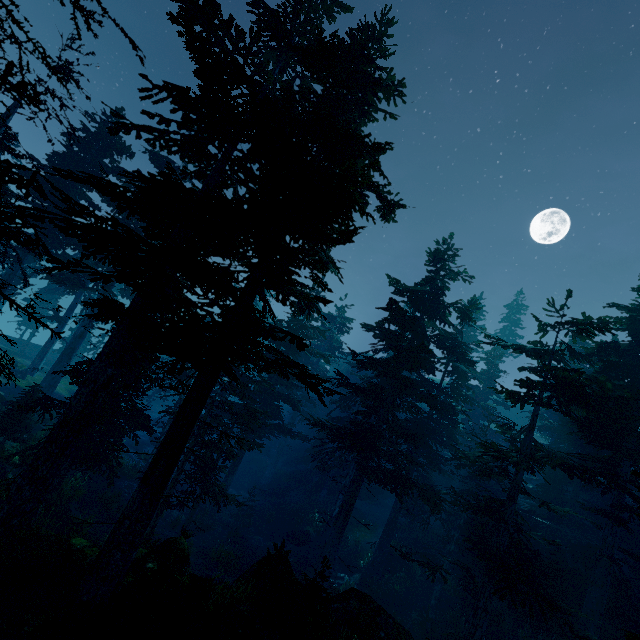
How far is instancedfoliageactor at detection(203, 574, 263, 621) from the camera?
9.39m

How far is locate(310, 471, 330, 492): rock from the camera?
33.9m

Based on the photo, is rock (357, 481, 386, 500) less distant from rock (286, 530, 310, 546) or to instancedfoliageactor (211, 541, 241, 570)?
instancedfoliageactor (211, 541, 241, 570)

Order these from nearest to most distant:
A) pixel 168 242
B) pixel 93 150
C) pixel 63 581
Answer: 1. pixel 168 242
2. pixel 63 581
3. pixel 93 150

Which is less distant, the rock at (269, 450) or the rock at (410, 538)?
the rock at (410, 538)

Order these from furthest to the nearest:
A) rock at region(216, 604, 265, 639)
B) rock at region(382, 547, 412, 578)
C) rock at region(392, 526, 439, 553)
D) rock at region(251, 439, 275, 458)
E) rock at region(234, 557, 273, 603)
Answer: rock at region(251, 439, 275, 458) < rock at region(392, 526, 439, 553) < rock at region(382, 547, 412, 578) < rock at region(234, 557, 273, 603) < rock at region(216, 604, 265, 639)

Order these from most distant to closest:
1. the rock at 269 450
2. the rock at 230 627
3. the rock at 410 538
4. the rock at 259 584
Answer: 1. the rock at 269 450
2. the rock at 410 538
3. the rock at 259 584
4. the rock at 230 627

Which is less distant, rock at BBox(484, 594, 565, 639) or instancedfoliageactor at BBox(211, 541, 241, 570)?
rock at BBox(484, 594, 565, 639)
